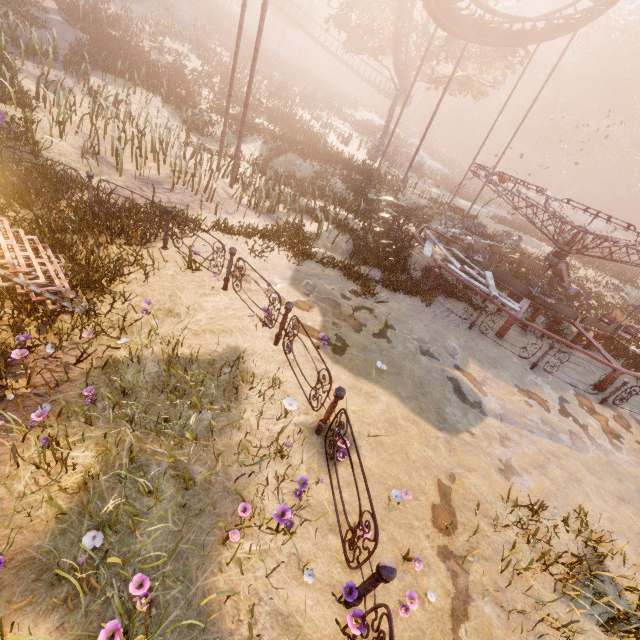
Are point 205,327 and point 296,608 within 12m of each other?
yes

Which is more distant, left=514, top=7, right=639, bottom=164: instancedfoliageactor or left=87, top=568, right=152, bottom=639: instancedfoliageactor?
left=514, top=7, right=639, bottom=164: instancedfoliageactor

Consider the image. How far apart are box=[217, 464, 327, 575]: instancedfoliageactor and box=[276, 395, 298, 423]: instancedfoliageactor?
1.3m

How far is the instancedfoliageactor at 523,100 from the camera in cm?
5091

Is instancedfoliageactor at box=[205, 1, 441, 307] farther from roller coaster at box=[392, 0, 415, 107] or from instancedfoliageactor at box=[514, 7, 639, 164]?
instancedfoliageactor at box=[514, 7, 639, 164]

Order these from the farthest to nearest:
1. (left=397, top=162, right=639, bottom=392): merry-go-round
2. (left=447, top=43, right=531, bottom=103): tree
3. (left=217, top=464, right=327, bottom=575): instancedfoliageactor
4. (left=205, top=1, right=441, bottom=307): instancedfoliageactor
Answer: (left=447, top=43, right=531, bottom=103): tree
(left=205, top=1, right=441, bottom=307): instancedfoliageactor
(left=397, top=162, right=639, bottom=392): merry-go-round
(left=217, top=464, right=327, bottom=575): instancedfoliageactor

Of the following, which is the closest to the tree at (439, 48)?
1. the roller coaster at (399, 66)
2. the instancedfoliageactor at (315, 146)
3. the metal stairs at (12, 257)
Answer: the roller coaster at (399, 66)

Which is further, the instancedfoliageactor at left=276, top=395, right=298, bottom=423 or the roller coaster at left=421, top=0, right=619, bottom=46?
the roller coaster at left=421, top=0, right=619, bottom=46
